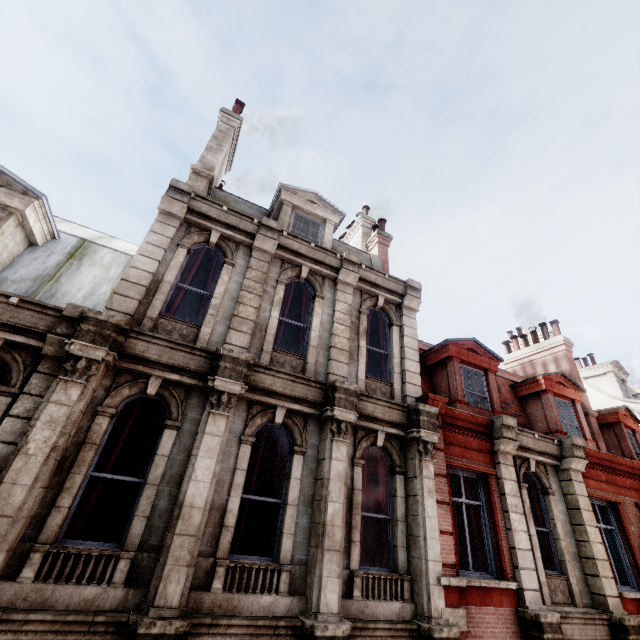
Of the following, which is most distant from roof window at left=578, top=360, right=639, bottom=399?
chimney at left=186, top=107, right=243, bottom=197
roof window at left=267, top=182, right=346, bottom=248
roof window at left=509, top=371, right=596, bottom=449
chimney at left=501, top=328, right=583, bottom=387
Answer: chimney at left=186, top=107, right=243, bottom=197

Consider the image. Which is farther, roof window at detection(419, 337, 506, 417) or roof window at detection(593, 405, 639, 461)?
roof window at detection(593, 405, 639, 461)

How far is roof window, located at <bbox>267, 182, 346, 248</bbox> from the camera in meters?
10.7 m

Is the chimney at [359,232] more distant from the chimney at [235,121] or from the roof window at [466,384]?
the chimney at [235,121]

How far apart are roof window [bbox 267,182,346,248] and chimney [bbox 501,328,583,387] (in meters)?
12.06

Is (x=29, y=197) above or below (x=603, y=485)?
above

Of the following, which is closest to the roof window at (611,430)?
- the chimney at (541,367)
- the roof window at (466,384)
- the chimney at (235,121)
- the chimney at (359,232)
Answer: the chimney at (541,367)
